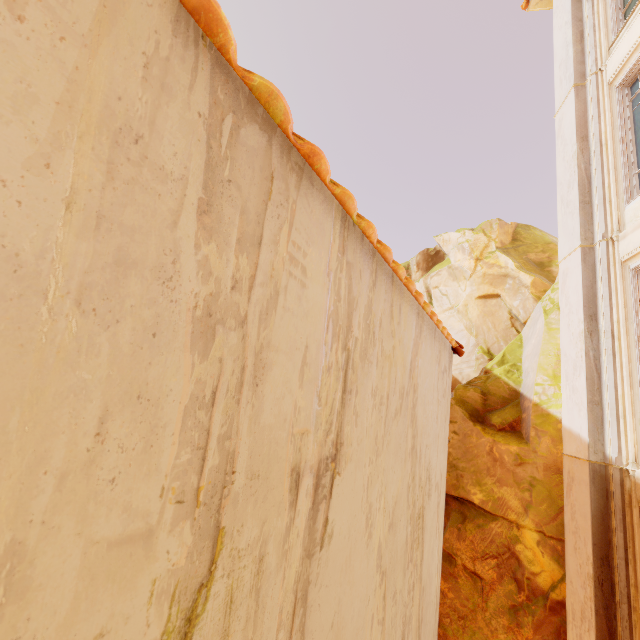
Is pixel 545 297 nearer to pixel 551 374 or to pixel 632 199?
pixel 551 374

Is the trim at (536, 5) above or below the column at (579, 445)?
above

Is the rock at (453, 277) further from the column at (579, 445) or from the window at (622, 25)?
the window at (622, 25)

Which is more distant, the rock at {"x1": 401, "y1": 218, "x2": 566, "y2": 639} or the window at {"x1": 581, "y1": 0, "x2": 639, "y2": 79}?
the rock at {"x1": 401, "y1": 218, "x2": 566, "y2": 639}

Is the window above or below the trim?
below

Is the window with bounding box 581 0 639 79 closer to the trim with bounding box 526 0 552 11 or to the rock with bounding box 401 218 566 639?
the trim with bounding box 526 0 552 11

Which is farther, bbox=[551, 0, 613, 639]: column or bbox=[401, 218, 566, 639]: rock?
bbox=[401, 218, 566, 639]: rock
